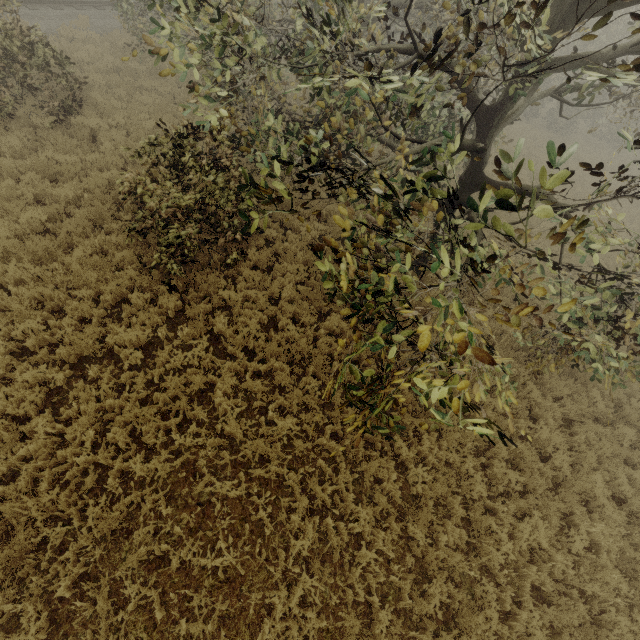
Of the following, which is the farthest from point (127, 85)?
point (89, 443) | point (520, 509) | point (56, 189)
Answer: point (520, 509)

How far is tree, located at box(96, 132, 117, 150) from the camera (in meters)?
10.47

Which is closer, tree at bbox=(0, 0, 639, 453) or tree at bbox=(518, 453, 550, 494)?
tree at bbox=(0, 0, 639, 453)

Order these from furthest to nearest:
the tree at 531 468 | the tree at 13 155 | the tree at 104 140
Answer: the tree at 104 140
the tree at 531 468
the tree at 13 155

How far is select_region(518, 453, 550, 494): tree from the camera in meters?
7.2

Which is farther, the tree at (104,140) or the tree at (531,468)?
the tree at (104,140)

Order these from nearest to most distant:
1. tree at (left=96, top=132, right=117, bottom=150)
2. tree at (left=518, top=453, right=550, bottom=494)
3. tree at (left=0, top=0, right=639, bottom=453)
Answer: tree at (left=0, top=0, right=639, bottom=453)
tree at (left=518, top=453, right=550, bottom=494)
tree at (left=96, top=132, right=117, bottom=150)
